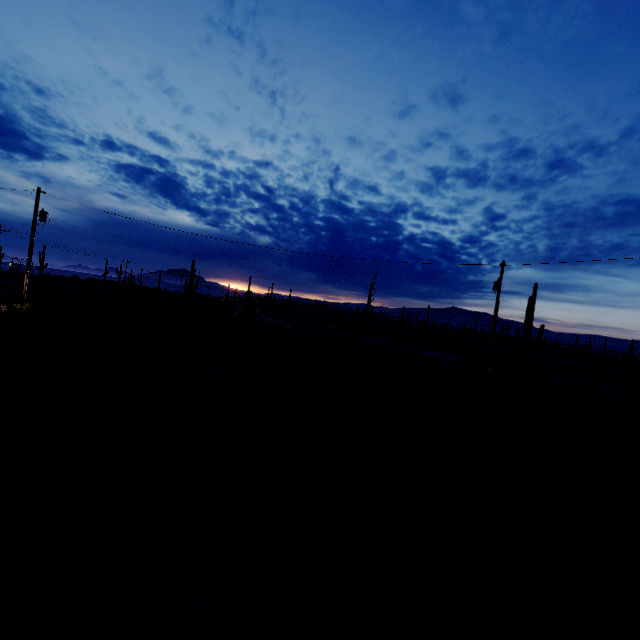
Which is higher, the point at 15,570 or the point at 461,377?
the point at 461,377
